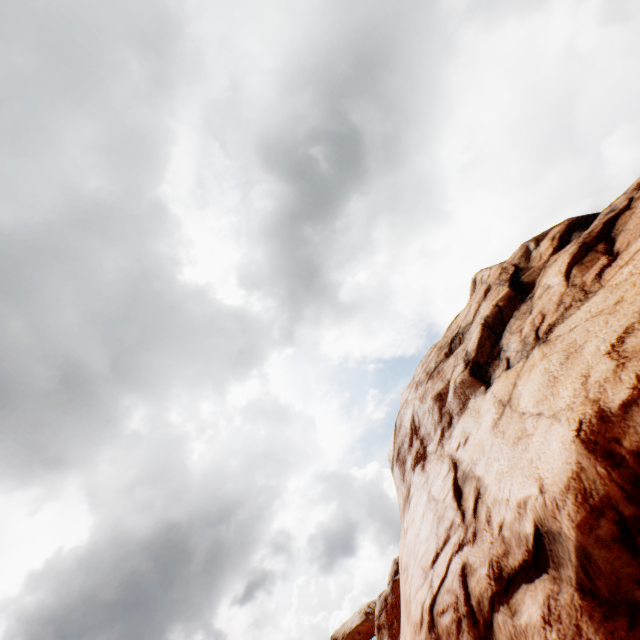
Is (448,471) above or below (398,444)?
below
